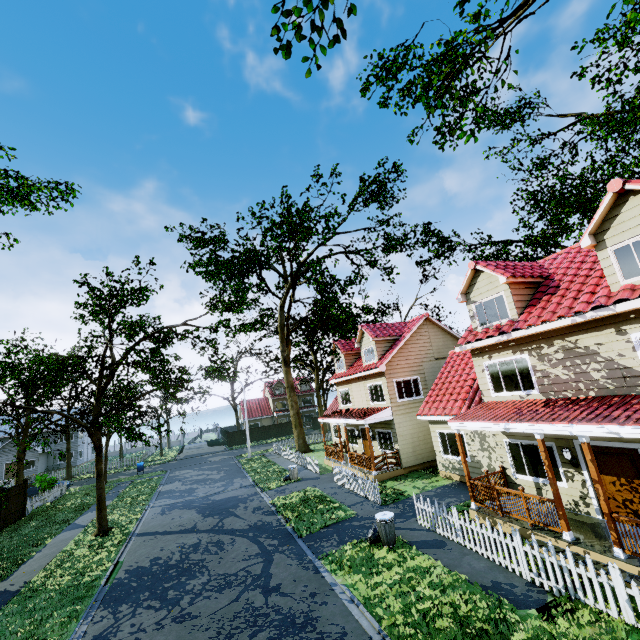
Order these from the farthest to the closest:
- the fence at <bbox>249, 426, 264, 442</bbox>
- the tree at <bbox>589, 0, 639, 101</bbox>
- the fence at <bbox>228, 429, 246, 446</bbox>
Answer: the fence at <bbox>249, 426, 264, 442</bbox>
the fence at <bbox>228, 429, 246, 446</bbox>
the tree at <bbox>589, 0, 639, 101</bbox>

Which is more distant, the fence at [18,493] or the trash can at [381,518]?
the fence at [18,493]

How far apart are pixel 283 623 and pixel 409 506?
7.7 meters

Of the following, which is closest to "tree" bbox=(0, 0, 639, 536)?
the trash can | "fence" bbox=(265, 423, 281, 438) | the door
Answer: "fence" bbox=(265, 423, 281, 438)

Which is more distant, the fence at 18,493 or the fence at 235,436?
the fence at 235,436

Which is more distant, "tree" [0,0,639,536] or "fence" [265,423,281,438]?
"fence" [265,423,281,438]
